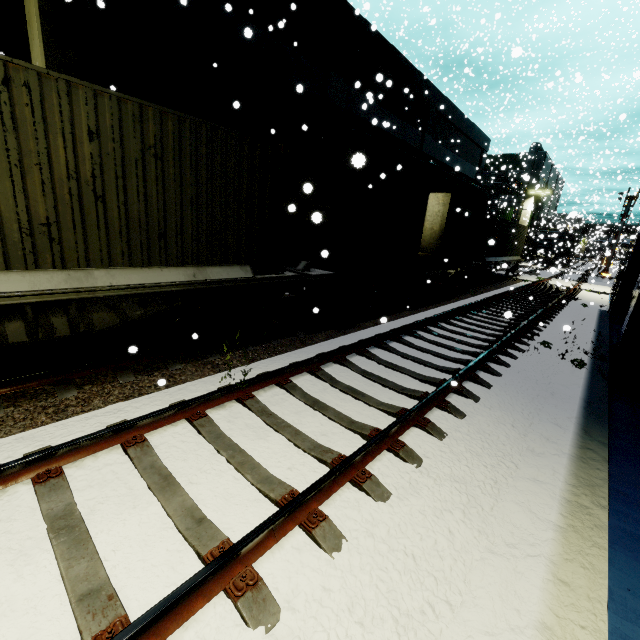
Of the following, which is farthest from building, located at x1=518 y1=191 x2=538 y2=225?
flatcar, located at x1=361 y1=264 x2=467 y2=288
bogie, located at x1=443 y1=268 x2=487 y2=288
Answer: bogie, located at x1=443 y1=268 x2=487 y2=288

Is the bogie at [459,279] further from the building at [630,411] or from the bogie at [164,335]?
the bogie at [164,335]

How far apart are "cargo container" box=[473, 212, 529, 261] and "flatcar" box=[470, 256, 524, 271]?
0.0 meters

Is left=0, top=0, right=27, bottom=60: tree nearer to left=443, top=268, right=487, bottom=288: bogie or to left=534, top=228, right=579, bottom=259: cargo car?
left=534, top=228, right=579, bottom=259: cargo car

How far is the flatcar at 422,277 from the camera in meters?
10.2

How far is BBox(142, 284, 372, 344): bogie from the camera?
5.82m

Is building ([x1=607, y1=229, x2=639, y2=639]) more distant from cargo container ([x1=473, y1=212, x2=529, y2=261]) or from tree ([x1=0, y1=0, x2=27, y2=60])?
cargo container ([x1=473, y1=212, x2=529, y2=261])

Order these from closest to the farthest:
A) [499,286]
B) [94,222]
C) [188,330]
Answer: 1. [94,222]
2. [188,330]
3. [499,286]
